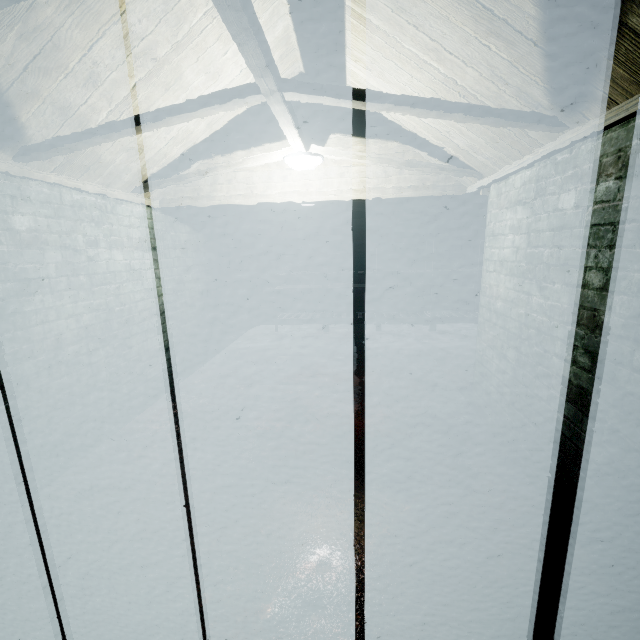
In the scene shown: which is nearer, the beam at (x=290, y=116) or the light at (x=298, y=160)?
the beam at (x=290, y=116)

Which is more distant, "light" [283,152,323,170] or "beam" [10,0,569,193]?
"light" [283,152,323,170]

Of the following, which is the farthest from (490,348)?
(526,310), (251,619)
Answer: (251,619)

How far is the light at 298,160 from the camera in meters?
2.6

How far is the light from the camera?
2.6 meters
